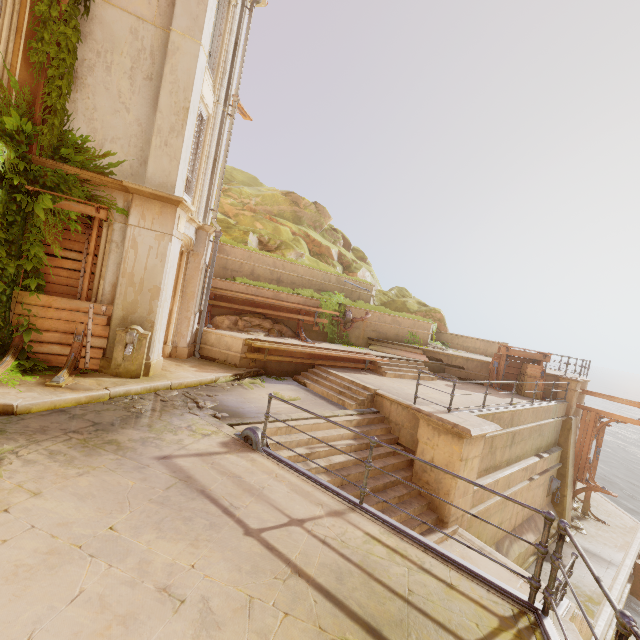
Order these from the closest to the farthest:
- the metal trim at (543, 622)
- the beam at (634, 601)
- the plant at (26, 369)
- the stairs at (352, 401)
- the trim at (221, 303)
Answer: the metal trim at (543, 622)
the plant at (26, 369)
the stairs at (352, 401)
the trim at (221, 303)
the beam at (634, 601)

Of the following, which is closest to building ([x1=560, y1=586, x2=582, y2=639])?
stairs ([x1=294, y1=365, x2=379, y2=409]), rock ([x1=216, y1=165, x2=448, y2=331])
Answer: stairs ([x1=294, y1=365, x2=379, y2=409])

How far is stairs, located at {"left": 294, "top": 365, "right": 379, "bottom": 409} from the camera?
9.6 meters

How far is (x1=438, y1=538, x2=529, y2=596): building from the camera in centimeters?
624cm

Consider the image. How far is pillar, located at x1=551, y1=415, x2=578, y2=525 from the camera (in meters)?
14.45

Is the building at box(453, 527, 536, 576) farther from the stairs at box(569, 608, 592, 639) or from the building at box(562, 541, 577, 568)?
the building at box(562, 541, 577, 568)

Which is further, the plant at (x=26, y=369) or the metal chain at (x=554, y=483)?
the metal chain at (x=554, y=483)

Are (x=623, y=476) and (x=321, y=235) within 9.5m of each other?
no
